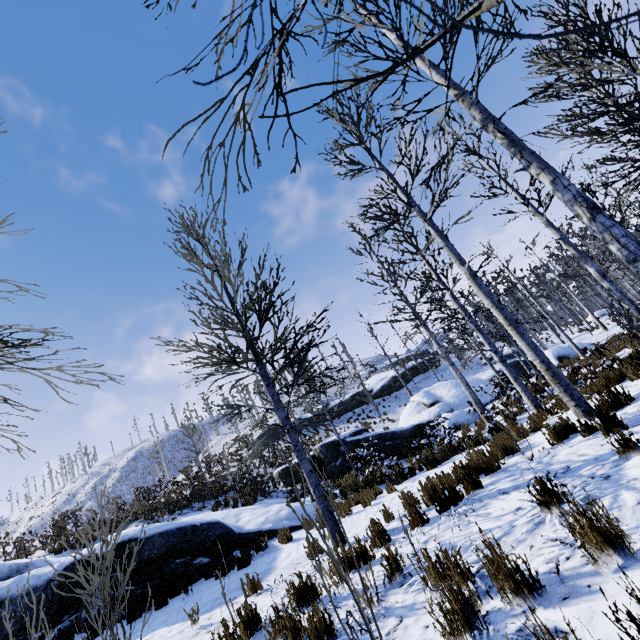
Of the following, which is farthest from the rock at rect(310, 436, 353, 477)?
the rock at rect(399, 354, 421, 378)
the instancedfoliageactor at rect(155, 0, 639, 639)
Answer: the rock at rect(399, 354, 421, 378)

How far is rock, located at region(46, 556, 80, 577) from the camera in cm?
774

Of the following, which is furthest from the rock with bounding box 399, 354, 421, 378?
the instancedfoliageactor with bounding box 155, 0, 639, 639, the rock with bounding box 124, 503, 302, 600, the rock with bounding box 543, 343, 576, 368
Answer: the rock with bounding box 124, 503, 302, 600

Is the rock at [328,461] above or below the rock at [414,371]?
below

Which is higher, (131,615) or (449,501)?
(131,615)

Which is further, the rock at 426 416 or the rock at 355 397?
the rock at 355 397

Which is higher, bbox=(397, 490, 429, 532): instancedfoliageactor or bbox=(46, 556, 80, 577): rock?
bbox=(46, 556, 80, 577): rock

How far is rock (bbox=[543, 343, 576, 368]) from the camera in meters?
21.6
